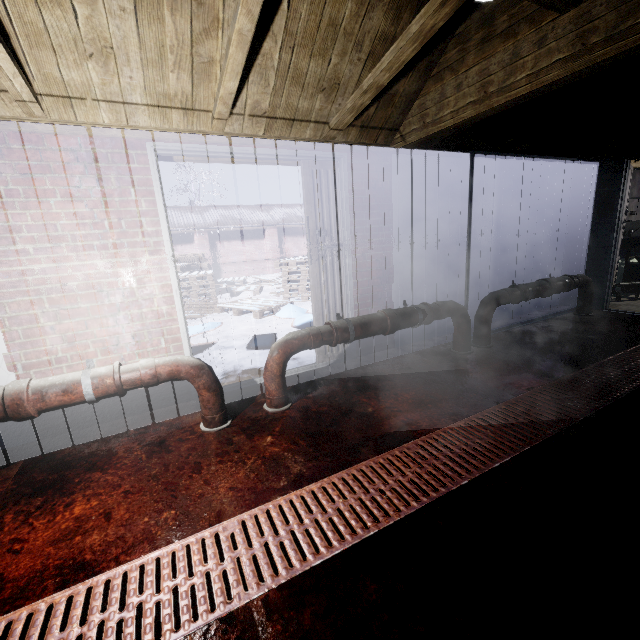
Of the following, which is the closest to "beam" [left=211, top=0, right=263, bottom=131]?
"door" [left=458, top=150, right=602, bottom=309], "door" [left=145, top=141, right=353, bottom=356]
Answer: "door" [left=145, top=141, right=353, bottom=356]

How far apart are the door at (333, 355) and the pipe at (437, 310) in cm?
37

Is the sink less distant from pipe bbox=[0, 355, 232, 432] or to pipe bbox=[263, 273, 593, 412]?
pipe bbox=[263, 273, 593, 412]

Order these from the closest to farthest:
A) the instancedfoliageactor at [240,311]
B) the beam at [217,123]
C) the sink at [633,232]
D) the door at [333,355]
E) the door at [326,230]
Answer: the beam at [217,123] → the door at [326,230] → the door at [333,355] → the sink at [633,232] → the instancedfoliageactor at [240,311]

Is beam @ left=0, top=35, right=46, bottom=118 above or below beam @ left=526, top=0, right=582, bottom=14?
below

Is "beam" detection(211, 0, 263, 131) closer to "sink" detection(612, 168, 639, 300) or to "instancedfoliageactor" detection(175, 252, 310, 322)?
"instancedfoliageactor" detection(175, 252, 310, 322)

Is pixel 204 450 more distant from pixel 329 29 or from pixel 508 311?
pixel 508 311

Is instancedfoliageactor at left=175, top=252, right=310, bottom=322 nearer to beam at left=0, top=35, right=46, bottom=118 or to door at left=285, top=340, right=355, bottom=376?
door at left=285, top=340, right=355, bottom=376
